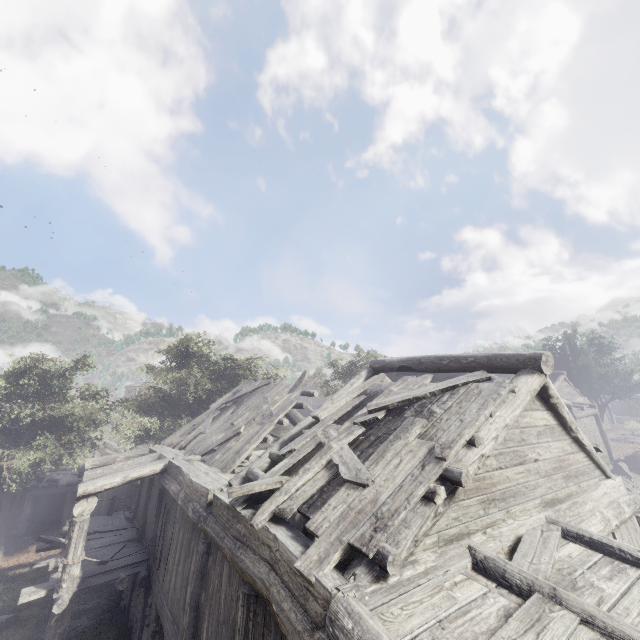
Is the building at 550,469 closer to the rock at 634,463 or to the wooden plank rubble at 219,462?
the wooden plank rubble at 219,462

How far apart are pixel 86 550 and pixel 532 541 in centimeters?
1364cm

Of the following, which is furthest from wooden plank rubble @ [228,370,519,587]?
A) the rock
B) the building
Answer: the rock

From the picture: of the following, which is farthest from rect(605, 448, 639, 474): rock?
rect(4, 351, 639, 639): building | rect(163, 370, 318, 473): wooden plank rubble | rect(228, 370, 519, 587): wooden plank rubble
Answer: rect(228, 370, 519, 587): wooden plank rubble

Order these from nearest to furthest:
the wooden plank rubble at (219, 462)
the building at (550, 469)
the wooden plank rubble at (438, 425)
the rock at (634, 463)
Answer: the building at (550, 469), the wooden plank rubble at (438, 425), the wooden plank rubble at (219, 462), the rock at (634, 463)

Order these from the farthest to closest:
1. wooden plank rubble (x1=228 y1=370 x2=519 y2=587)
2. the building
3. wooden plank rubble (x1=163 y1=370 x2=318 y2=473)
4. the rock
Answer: the rock < wooden plank rubble (x1=163 y1=370 x2=318 y2=473) < wooden plank rubble (x1=228 y1=370 x2=519 y2=587) < the building

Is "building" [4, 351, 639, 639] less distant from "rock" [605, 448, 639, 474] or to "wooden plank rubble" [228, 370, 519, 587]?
"wooden plank rubble" [228, 370, 519, 587]
